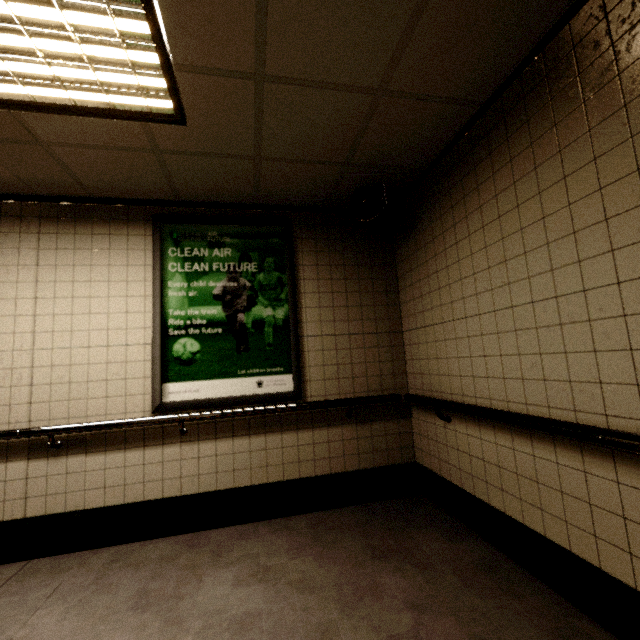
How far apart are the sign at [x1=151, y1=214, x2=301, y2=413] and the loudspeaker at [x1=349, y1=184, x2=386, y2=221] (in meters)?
0.69

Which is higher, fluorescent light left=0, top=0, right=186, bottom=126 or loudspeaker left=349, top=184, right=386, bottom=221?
fluorescent light left=0, top=0, right=186, bottom=126

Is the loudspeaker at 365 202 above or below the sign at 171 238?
above

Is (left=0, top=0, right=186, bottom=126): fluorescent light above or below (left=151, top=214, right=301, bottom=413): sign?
above

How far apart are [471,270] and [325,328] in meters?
1.4 m

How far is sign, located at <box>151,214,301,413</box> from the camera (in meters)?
2.83

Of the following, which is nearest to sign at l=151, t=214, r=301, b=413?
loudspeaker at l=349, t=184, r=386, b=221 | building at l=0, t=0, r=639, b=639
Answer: building at l=0, t=0, r=639, b=639

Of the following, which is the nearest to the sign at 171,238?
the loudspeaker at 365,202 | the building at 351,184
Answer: the building at 351,184
